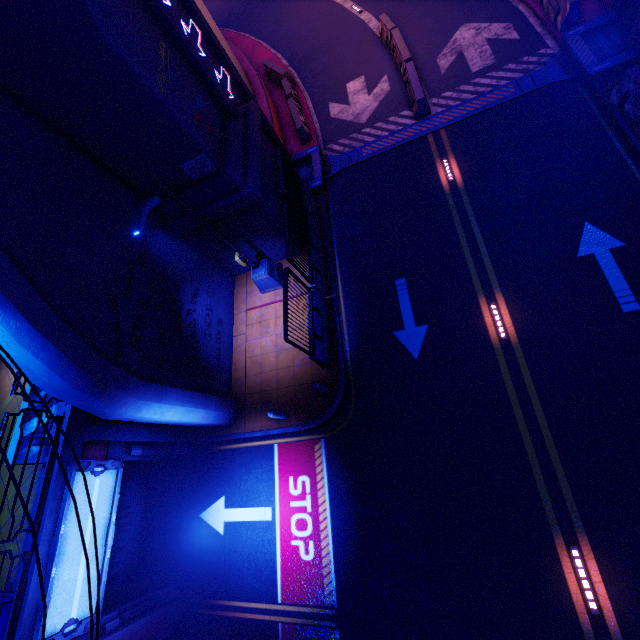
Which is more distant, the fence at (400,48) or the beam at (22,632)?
the fence at (400,48)

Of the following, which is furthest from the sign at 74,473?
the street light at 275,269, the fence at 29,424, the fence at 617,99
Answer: the fence at 617,99

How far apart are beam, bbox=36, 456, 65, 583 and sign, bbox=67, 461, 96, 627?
0.1m

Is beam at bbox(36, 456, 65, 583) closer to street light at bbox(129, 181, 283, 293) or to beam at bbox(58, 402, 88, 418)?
beam at bbox(58, 402, 88, 418)

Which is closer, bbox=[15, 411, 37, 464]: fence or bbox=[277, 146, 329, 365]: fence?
bbox=[15, 411, 37, 464]: fence

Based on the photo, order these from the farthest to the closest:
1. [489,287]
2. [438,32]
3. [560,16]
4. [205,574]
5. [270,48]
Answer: [270,48] < [438,32] < [560,16] < [205,574] < [489,287]

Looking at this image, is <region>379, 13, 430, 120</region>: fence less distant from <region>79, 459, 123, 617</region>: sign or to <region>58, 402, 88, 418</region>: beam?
<region>58, 402, 88, 418</region>: beam

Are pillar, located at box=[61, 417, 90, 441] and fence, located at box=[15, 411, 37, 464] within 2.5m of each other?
yes
